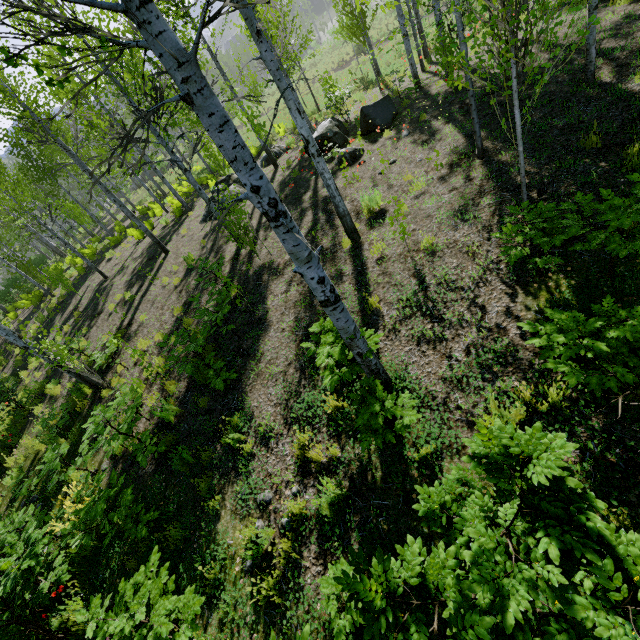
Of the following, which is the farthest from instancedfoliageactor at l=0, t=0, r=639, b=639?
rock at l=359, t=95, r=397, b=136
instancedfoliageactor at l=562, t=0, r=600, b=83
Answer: instancedfoliageactor at l=562, t=0, r=600, b=83

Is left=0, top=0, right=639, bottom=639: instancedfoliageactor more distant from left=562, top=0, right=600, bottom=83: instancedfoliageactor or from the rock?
left=562, top=0, right=600, bottom=83: instancedfoliageactor

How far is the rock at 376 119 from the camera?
10.6 meters

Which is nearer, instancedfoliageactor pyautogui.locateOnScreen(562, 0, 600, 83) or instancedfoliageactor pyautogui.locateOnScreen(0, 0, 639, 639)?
instancedfoliageactor pyautogui.locateOnScreen(0, 0, 639, 639)

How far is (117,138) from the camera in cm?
210

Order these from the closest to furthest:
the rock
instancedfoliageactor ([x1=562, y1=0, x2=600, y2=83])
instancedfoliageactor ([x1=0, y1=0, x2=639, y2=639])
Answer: instancedfoliageactor ([x1=0, y1=0, x2=639, y2=639]) → instancedfoliageactor ([x1=562, y1=0, x2=600, y2=83]) → the rock

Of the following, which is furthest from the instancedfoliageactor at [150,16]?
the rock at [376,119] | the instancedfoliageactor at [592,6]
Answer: the instancedfoliageactor at [592,6]
